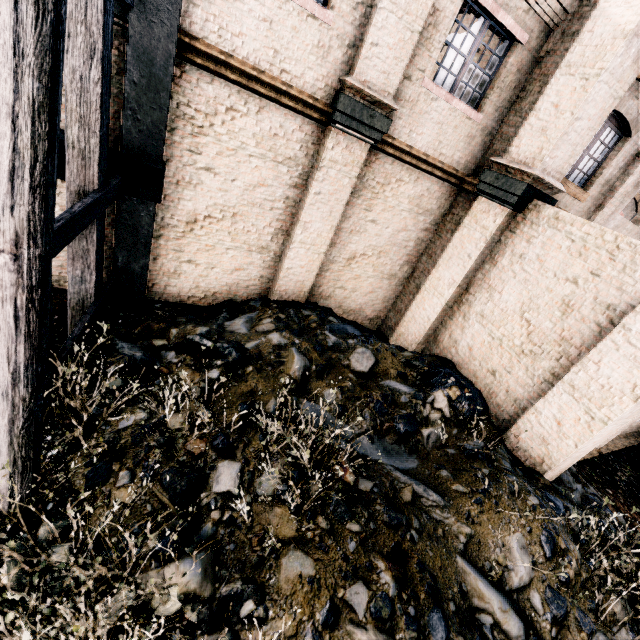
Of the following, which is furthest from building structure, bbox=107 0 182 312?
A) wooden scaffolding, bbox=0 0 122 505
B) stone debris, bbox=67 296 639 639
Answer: stone debris, bbox=67 296 639 639

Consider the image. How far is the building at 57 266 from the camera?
7.1m

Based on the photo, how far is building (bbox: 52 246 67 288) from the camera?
7.14m

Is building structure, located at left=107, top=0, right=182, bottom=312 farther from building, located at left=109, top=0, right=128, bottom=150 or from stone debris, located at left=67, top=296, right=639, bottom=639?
stone debris, located at left=67, top=296, right=639, bottom=639

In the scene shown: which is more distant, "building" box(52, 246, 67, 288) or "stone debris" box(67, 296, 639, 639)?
"building" box(52, 246, 67, 288)

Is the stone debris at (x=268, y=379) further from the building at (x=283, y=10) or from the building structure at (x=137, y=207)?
the building structure at (x=137, y=207)

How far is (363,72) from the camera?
6.7m
